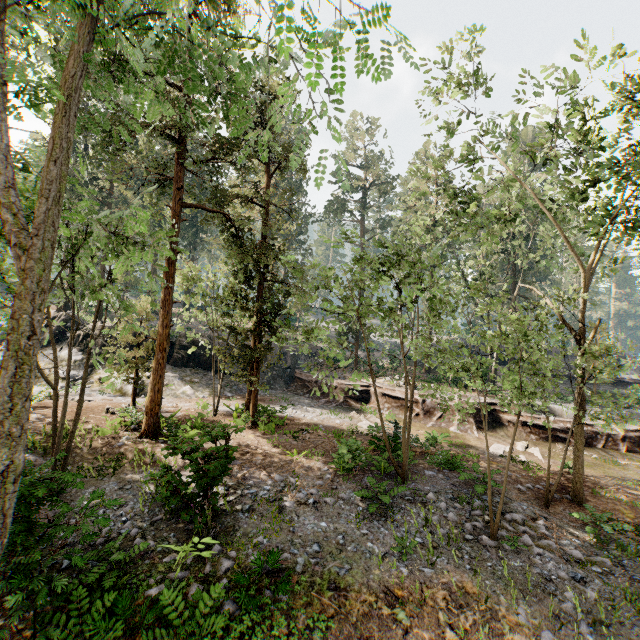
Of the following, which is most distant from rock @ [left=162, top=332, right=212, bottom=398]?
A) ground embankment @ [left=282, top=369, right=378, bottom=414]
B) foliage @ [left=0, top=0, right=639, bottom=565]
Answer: foliage @ [left=0, top=0, right=639, bottom=565]

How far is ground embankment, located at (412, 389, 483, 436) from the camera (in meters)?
20.58

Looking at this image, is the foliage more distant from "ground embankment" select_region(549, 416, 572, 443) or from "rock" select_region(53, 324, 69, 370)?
"rock" select_region(53, 324, 69, 370)

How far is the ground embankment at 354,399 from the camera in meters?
24.2

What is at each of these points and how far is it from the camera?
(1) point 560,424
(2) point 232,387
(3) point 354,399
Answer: (1) ground embankment, 19.9 meters
(2) rock, 25.3 meters
(3) ground embankment, 24.8 meters

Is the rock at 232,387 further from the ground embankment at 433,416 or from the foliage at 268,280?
the foliage at 268,280

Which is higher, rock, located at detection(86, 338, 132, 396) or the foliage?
the foliage
